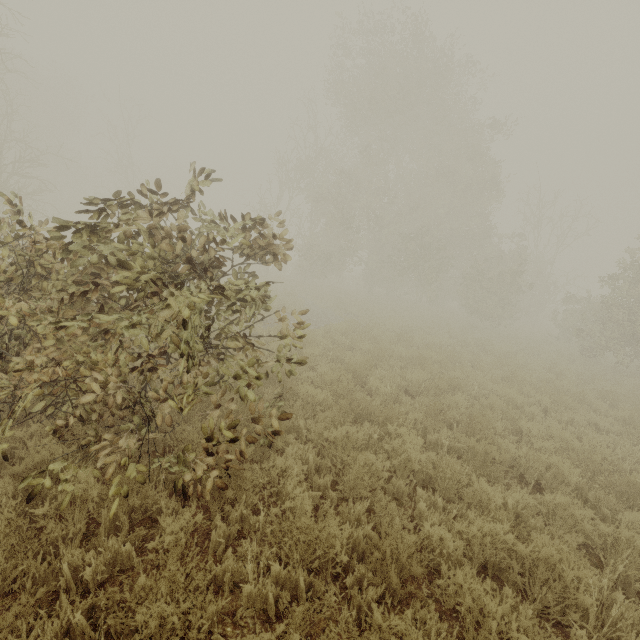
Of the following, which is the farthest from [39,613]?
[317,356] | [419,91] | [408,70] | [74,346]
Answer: [408,70]
